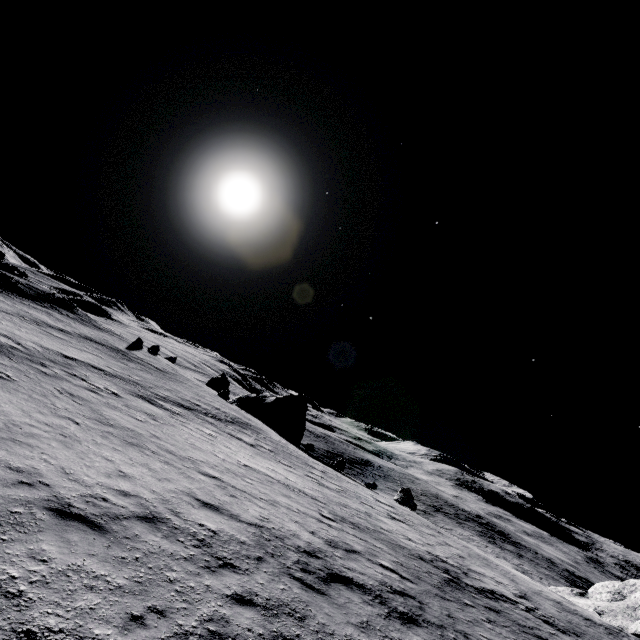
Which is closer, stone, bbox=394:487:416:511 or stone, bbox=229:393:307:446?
stone, bbox=394:487:416:511

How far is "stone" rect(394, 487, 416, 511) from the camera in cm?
3191

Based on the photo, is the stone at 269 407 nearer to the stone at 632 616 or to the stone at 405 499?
the stone at 405 499

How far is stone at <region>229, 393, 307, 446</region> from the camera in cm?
4241

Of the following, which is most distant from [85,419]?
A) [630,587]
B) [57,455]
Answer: [630,587]

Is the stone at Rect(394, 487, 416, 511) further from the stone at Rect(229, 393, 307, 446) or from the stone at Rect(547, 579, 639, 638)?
the stone at Rect(547, 579, 639, 638)
